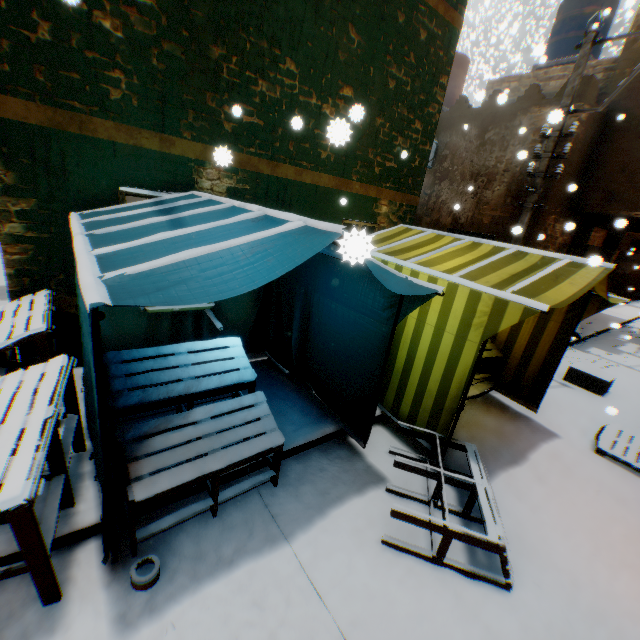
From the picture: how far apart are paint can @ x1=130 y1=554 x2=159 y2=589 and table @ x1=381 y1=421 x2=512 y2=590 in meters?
1.9

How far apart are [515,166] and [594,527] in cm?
881

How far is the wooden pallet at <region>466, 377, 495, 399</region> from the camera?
5.3 meters

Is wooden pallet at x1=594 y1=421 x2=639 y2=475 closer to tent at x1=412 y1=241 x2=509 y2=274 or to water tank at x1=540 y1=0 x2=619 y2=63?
tent at x1=412 y1=241 x2=509 y2=274

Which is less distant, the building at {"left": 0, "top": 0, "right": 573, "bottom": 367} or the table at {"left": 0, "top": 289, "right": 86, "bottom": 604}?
the table at {"left": 0, "top": 289, "right": 86, "bottom": 604}

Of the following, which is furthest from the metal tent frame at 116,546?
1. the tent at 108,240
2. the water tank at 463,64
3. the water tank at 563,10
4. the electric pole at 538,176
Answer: the water tank at 563,10

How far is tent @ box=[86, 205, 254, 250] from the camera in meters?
2.5

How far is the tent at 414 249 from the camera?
4.61m
